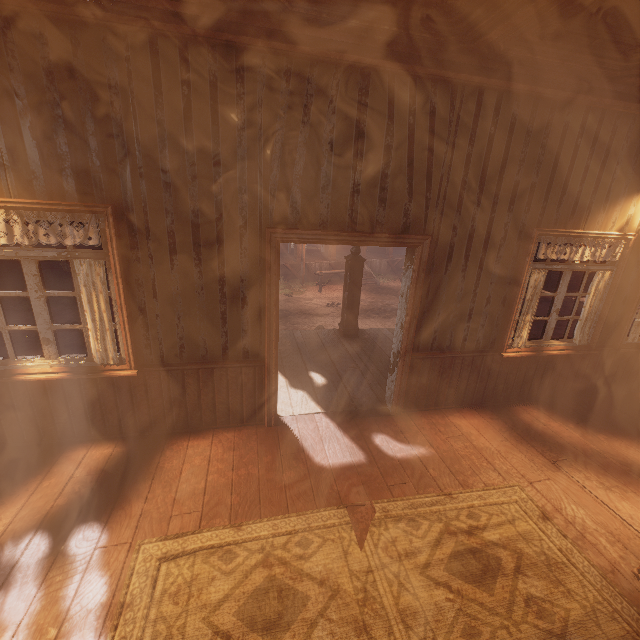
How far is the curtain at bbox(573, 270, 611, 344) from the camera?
4.25m

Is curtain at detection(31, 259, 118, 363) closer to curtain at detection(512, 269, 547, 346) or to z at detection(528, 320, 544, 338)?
curtain at detection(512, 269, 547, 346)

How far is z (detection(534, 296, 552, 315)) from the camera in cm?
1296

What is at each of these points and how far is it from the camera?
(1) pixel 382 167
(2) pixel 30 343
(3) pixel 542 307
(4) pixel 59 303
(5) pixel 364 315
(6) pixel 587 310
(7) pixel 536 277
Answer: (1) building, 3.24m
(2) z, 7.79m
(3) z, 13.89m
(4) z, 10.70m
(5) z, 11.38m
(6) curtain, 4.38m
(7) curtain, 4.02m

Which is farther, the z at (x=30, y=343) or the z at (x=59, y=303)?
the z at (x=59, y=303)

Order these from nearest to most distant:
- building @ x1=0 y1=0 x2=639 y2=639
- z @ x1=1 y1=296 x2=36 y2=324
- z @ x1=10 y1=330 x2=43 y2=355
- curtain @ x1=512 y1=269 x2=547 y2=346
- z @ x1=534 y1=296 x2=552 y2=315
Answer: building @ x1=0 y1=0 x2=639 y2=639, curtain @ x1=512 y1=269 x2=547 y2=346, z @ x1=10 y1=330 x2=43 y2=355, z @ x1=1 y1=296 x2=36 y2=324, z @ x1=534 y1=296 x2=552 y2=315

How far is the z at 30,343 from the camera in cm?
734
